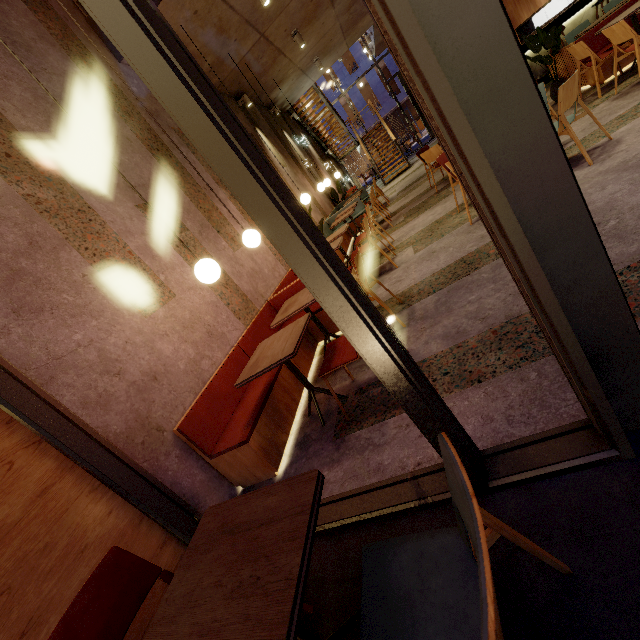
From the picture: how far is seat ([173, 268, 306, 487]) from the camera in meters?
2.6

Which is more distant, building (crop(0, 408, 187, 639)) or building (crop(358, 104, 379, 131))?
building (crop(358, 104, 379, 131))

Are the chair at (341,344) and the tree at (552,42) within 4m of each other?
no

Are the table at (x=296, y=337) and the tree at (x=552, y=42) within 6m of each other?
no

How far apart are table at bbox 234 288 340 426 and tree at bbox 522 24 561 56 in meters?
7.3

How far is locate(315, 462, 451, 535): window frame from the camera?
1.6 meters

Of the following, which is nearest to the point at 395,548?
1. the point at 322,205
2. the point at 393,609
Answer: the point at 393,609

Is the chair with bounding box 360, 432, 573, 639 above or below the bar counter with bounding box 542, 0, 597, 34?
below
